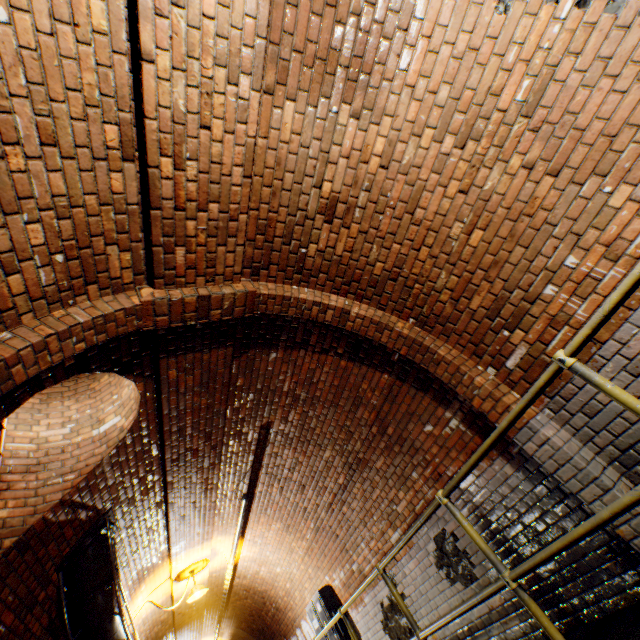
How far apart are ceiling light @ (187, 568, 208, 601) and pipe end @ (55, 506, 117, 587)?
3.5 meters

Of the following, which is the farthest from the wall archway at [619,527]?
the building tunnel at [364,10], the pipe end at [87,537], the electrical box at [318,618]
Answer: the electrical box at [318,618]

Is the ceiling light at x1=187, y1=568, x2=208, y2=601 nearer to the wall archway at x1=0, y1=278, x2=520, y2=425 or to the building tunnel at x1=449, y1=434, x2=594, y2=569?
the building tunnel at x1=449, y1=434, x2=594, y2=569

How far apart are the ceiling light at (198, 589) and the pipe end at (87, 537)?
3.5 meters

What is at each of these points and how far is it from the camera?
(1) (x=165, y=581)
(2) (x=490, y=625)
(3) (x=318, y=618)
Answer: (1) building tunnel, 7.0 meters
(2) building tunnel, 3.6 meters
(3) electrical box, 6.7 meters

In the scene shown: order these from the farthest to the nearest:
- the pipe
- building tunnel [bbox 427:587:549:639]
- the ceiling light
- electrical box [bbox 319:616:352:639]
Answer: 1. the ceiling light
2. electrical box [bbox 319:616:352:639]
3. the pipe
4. building tunnel [bbox 427:587:549:639]

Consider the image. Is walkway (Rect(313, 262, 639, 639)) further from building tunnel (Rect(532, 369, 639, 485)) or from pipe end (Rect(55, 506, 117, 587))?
pipe end (Rect(55, 506, 117, 587))

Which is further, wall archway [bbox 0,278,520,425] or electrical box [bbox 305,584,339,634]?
electrical box [bbox 305,584,339,634]
